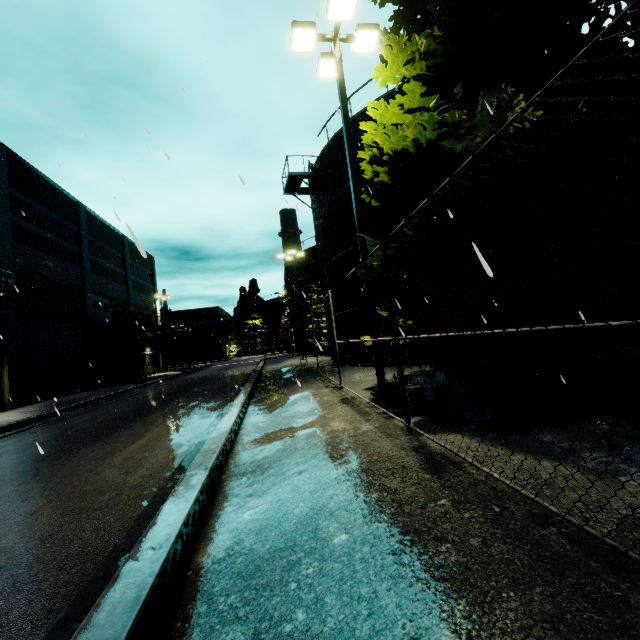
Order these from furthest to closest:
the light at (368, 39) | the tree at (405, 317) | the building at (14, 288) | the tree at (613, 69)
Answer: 1. the building at (14, 288)
2. the light at (368, 39)
3. the tree at (405, 317)
4. the tree at (613, 69)

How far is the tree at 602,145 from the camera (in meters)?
5.12

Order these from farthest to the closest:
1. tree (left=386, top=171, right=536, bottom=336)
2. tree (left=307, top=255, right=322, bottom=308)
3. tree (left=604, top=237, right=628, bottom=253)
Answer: tree (left=307, top=255, right=322, bottom=308) → tree (left=386, top=171, right=536, bottom=336) → tree (left=604, top=237, right=628, bottom=253)

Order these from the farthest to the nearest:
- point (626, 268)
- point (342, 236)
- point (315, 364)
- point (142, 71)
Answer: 1. point (315, 364)
2. point (342, 236)
3. point (142, 71)
4. point (626, 268)

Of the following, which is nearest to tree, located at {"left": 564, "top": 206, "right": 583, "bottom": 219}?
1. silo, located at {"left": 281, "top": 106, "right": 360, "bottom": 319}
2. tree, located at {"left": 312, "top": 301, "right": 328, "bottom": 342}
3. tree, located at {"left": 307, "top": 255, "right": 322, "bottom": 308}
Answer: silo, located at {"left": 281, "top": 106, "right": 360, "bottom": 319}

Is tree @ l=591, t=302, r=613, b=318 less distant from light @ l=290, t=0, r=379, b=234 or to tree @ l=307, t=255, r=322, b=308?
light @ l=290, t=0, r=379, b=234

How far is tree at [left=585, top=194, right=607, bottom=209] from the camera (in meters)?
6.18
